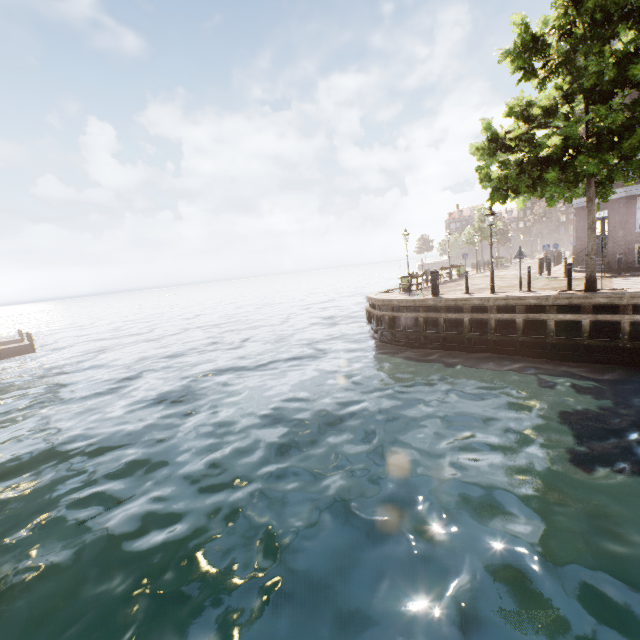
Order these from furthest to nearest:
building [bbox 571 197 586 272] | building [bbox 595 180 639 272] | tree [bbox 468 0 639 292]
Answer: building [bbox 571 197 586 272] → building [bbox 595 180 639 272] → tree [bbox 468 0 639 292]

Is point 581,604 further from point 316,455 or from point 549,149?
point 549,149

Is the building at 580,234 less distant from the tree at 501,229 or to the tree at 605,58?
the tree at 605,58

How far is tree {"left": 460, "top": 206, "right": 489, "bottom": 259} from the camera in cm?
4094

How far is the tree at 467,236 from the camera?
40.9m

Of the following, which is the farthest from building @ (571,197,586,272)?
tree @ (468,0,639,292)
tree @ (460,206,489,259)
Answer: tree @ (460,206,489,259)

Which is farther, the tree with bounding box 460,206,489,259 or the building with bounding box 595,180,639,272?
the tree with bounding box 460,206,489,259
